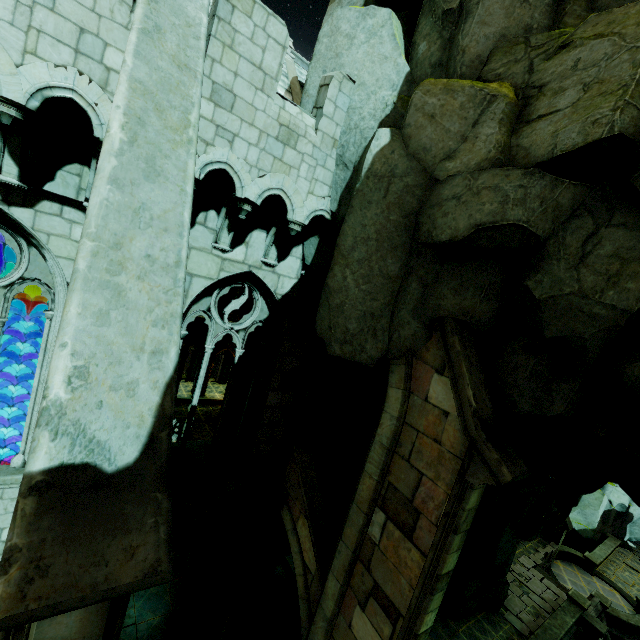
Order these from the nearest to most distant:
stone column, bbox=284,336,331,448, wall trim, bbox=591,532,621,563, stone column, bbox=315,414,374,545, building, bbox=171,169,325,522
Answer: building, bbox=171,169,325,522 → stone column, bbox=284,336,331,448 → stone column, bbox=315,414,374,545 → wall trim, bbox=591,532,621,563

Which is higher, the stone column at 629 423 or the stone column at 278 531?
the stone column at 629 423

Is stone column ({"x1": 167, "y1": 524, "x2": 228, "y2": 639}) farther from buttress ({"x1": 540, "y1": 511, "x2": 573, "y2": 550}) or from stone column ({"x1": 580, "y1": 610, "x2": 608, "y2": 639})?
buttress ({"x1": 540, "y1": 511, "x2": 573, "y2": 550})

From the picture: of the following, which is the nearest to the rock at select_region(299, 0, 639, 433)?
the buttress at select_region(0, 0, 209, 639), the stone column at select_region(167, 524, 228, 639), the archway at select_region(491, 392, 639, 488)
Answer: the archway at select_region(491, 392, 639, 488)

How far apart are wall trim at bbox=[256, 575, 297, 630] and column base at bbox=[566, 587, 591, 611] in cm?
1503

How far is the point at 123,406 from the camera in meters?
2.5 m

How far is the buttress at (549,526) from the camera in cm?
2306

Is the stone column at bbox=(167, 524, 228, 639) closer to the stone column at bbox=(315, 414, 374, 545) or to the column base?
the stone column at bbox=(315, 414, 374, 545)
